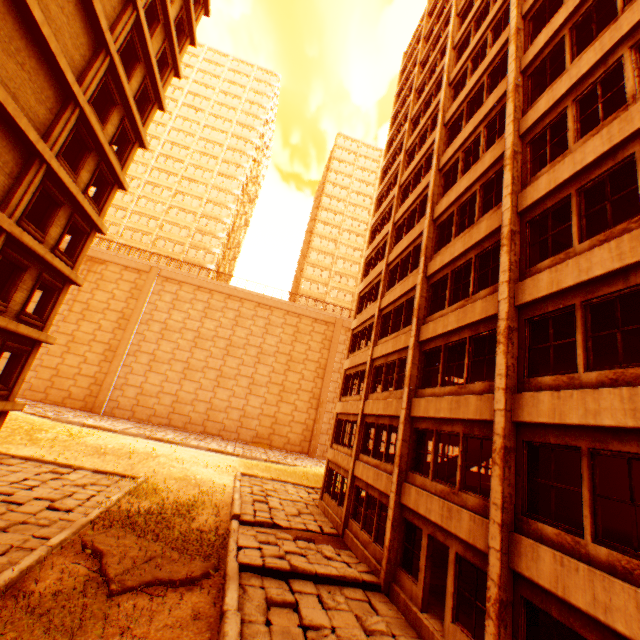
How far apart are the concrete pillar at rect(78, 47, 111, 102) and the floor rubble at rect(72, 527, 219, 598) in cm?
1657

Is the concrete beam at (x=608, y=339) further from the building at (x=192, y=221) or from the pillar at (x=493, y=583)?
the building at (x=192, y=221)

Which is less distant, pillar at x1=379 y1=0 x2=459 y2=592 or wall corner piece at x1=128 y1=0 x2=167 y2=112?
pillar at x1=379 y1=0 x2=459 y2=592

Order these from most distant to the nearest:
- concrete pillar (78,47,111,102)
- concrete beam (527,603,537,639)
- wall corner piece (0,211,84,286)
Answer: concrete pillar (78,47,111,102) < wall corner piece (0,211,84,286) < concrete beam (527,603,537,639)

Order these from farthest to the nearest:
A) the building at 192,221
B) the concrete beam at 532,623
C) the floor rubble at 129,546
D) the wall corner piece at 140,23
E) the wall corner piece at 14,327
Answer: the building at 192,221, the wall corner piece at 140,23, the wall corner piece at 14,327, the floor rubble at 129,546, the concrete beam at 532,623

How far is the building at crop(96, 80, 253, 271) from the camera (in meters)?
51.53

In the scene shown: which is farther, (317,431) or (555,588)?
(317,431)

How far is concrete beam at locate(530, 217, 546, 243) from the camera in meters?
9.5
